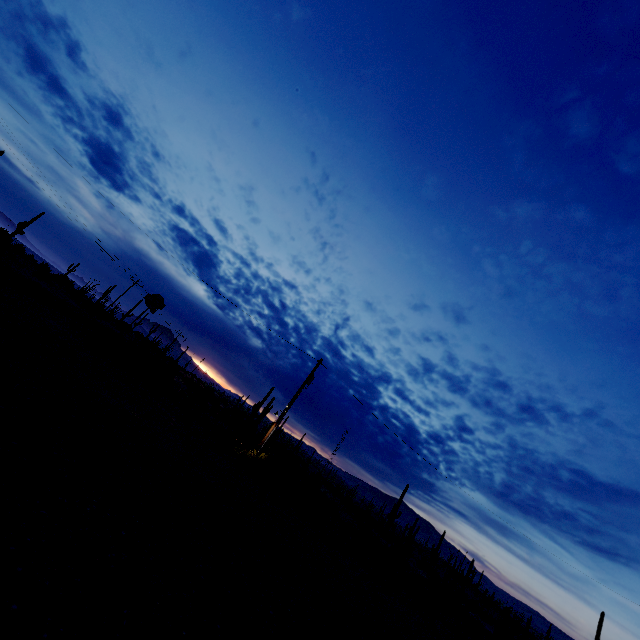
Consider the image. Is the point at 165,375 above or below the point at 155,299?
below

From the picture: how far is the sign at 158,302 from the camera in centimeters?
2112cm

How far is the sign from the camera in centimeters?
2112cm
